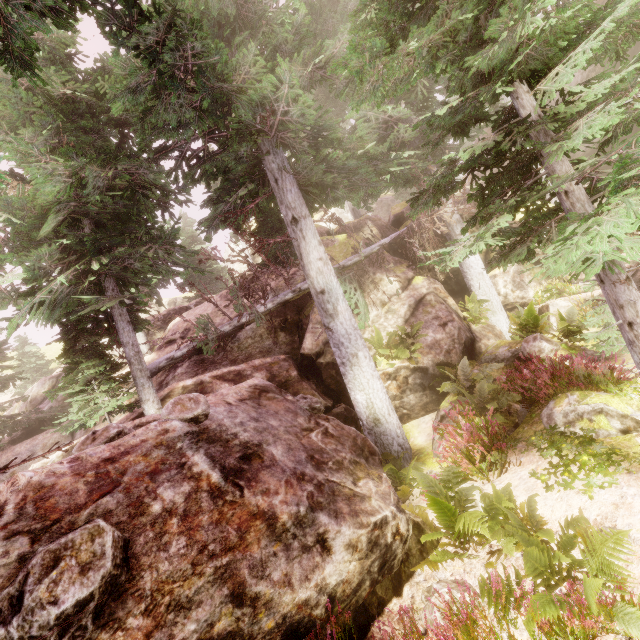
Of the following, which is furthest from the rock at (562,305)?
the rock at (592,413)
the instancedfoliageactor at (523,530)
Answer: the rock at (592,413)

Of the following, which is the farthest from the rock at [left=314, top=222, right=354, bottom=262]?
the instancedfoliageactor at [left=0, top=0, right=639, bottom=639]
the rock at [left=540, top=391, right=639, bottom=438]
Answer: the rock at [left=540, top=391, right=639, bottom=438]

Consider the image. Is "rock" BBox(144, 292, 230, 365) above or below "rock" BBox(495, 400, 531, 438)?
above

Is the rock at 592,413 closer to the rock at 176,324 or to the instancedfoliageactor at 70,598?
the instancedfoliageactor at 70,598

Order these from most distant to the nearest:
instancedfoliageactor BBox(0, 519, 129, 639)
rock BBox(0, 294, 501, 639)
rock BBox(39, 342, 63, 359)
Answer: rock BBox(39, 342, 63, 359) < rock BBox(0, 294, 501, 639) < instancedfoliageactor BBox(0, 519, 129, 639)

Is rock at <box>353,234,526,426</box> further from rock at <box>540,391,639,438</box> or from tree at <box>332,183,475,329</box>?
rock at <box>540,391,639,438</box>

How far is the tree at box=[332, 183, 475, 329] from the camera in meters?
11.2 m

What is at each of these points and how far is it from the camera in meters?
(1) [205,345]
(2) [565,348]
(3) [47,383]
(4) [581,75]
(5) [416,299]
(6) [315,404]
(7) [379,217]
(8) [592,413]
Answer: (1) tree, 12.9 m
(2) rock, 8.7 m
(3) rock, 19.8 m
(4) rock, 17.9 m
(5) rock, 12.0 m
(6) instancedfoliageactor, 7.7 m
(7) rock, 17.7 m
(8) rock, 5.7 m
